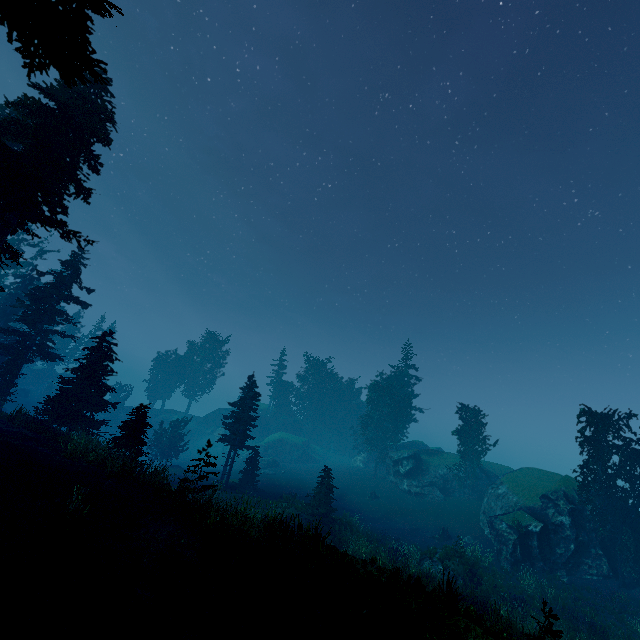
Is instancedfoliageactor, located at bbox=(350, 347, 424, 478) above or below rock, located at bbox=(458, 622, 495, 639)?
above

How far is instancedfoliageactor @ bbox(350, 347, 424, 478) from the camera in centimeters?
4800cm

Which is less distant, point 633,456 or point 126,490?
point 126,490

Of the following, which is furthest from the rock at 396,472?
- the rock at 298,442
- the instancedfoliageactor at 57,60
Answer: the rock at 298,442

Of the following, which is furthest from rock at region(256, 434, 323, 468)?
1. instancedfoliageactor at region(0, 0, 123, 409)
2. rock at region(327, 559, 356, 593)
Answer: rock at region(327, 559, 356, 593)

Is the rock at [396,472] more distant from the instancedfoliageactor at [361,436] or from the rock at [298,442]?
the rock at [298,442]

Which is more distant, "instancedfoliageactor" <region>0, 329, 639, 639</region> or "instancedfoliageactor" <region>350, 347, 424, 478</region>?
"instancedfoliageactor" <region>350, 347, 424, 478</region>

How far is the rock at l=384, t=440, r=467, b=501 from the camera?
40.00m
